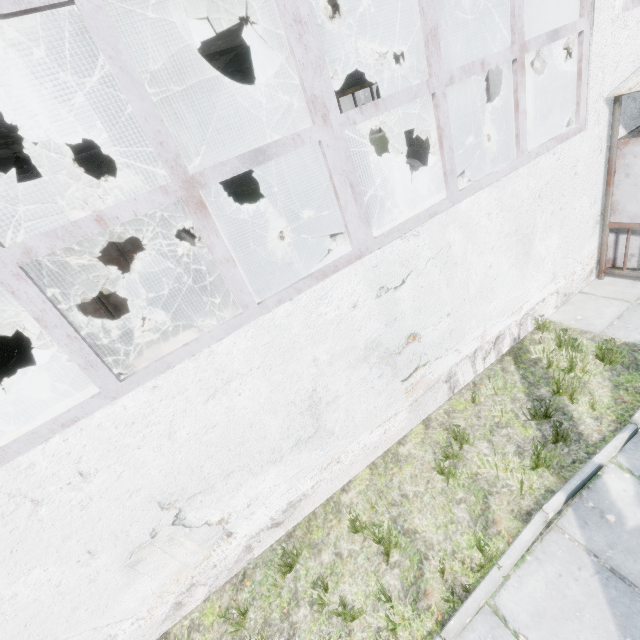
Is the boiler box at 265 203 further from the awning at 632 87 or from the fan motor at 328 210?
the awning at 632 87

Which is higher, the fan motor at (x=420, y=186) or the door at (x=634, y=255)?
the fan motor at (x=420, y=186)

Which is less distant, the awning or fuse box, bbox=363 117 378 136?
the awning

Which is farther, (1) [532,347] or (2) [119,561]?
(1) [532,347]

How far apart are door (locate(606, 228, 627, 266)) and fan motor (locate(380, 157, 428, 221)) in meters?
6.8 m

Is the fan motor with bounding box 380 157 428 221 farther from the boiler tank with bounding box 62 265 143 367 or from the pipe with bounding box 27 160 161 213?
the boiler tank with bounding box 62 265 143 367

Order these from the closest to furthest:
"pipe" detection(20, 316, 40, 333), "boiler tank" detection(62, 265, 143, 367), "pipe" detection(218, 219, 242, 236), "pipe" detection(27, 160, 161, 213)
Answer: "pipe" detection(27, 160, 161, 213)
"boiler tank" detection(62, 265, 143, 367)
"pipe" detection(20, 316, 40, 333)
"pipe" detection(218, 219, 242, 236)

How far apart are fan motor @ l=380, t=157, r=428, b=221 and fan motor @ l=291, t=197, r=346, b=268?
2.4 meters
